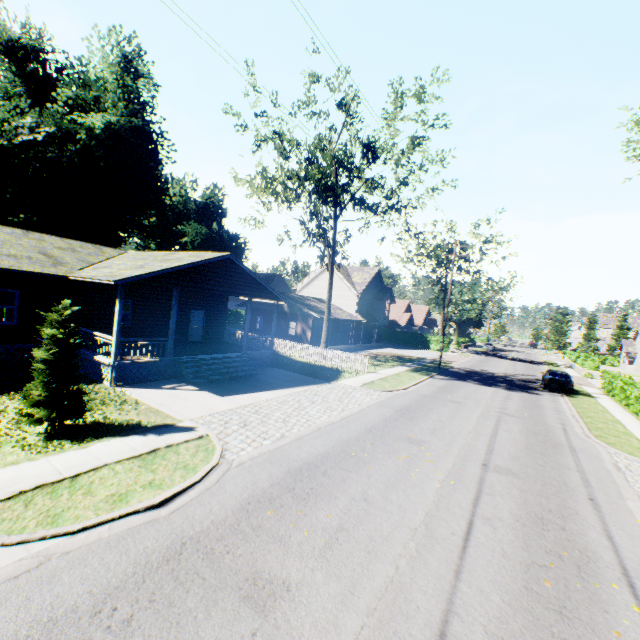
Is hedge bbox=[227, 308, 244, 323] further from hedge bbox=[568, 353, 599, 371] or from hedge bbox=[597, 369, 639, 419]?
hedge bbox=[597, 369, 639, 419]

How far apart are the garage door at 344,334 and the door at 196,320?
19.93m

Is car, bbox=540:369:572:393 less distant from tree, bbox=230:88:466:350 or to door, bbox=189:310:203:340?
tree, bbox=230:88:466:350

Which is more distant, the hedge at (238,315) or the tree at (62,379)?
the hedge at (238,315)

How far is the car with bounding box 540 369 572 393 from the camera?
24.6 meters

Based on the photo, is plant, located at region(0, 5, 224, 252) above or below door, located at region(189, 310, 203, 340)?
above

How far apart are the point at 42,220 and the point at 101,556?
35.5 meters

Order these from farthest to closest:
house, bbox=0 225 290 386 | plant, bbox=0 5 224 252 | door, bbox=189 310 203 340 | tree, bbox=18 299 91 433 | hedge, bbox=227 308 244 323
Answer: hedge, bbox=227 308 244 323, plant, bbox=0 5 224 252, door, bbox=189 310 203 340, house, bbox=0 225 290 386, tree, bbox=18 299 91 433
